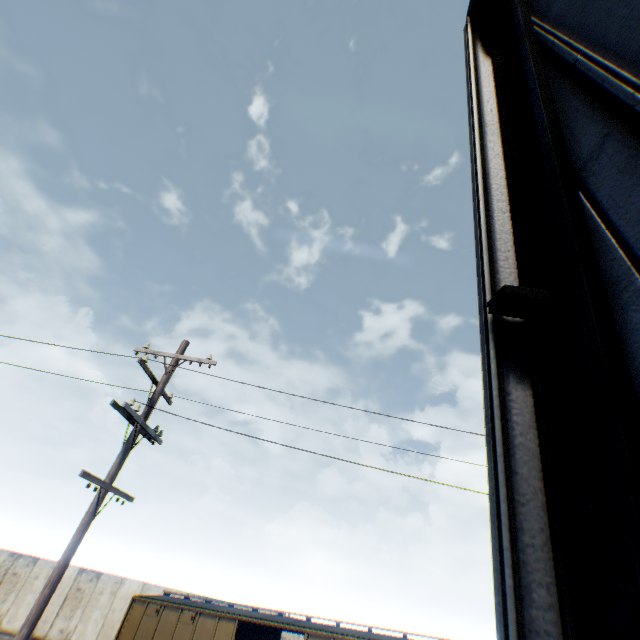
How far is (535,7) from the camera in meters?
3.3 m

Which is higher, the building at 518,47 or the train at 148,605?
the building at 518,47

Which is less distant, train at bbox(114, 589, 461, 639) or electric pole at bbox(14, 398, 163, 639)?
electric pole at bbox(14, 398, 163, 639)

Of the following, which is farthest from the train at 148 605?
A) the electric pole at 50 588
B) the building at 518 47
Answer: the building at 518 47

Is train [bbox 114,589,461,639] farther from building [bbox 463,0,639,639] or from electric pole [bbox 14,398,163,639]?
building [bbox 463,0,639,639]

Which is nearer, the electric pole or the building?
the building

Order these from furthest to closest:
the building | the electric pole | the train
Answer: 1. the train
2. the electric pole
3. the building
